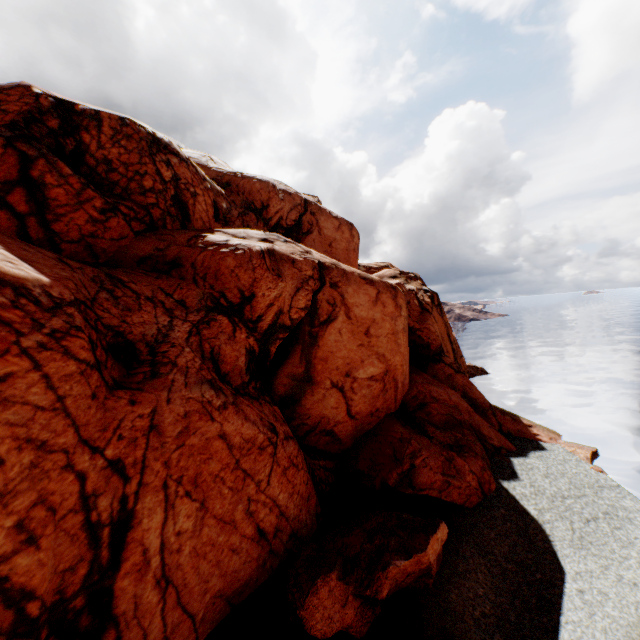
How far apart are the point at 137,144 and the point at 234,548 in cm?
1820
